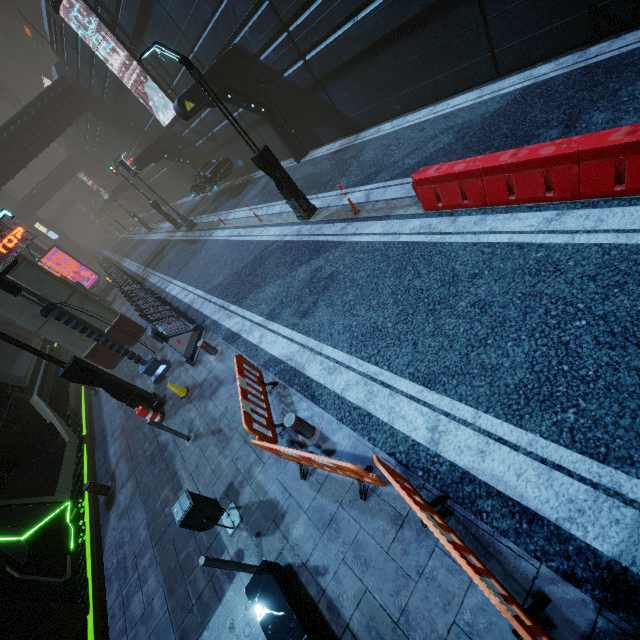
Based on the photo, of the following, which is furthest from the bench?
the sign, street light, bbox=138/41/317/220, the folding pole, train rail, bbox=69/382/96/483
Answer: the sign

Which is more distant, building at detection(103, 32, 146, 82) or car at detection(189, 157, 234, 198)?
car at detection(189, 157, 234, 198)

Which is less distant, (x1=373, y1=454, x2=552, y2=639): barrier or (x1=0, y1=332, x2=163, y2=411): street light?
(x1=373, y1=454, x2=552, y2=639): barrier

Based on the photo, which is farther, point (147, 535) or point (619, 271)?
point (147, 535)

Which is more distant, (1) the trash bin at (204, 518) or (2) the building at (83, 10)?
(2) the building at (83, 10)

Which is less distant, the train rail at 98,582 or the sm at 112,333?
the train rail at 98,582

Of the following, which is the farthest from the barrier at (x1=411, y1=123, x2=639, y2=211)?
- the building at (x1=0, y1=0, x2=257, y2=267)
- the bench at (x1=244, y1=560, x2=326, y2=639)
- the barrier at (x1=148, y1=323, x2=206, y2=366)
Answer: the barrier at (x1=148, y1=323, x2=206, y2=366)

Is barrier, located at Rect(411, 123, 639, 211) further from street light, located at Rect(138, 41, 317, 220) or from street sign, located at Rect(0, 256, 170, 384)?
street sign, located at Rect(0, 256, 170, 384)
